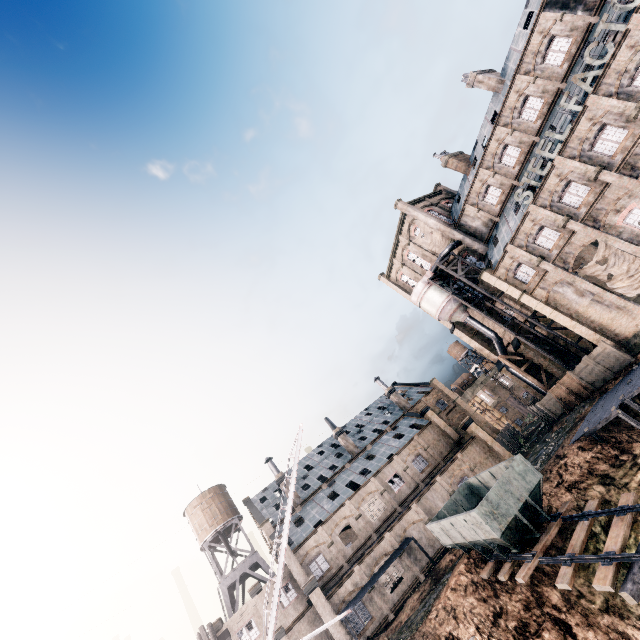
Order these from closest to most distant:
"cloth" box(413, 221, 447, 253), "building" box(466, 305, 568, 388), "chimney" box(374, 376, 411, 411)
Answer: "building" box(466, 305, 568, 388) → "cloth" box(413, 221, 447, 253) → "chimney" box(374, 376, 411, 411)

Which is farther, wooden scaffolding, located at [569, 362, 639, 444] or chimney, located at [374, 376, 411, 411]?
chimney, located at [374, 376, 411, 411]

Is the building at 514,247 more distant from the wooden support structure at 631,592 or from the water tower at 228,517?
the water tower at 228,517

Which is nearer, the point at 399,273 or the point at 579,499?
the point at 579,499

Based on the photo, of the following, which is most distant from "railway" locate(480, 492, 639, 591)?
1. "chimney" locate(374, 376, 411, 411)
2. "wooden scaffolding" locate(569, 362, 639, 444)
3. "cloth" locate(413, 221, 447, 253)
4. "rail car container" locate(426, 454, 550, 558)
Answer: "cloth" locate(413, 221, 447, 253)

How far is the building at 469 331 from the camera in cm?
4483

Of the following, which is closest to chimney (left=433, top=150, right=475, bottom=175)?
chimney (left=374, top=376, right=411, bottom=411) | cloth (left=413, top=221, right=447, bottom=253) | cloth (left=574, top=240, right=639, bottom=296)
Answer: cloth (left=413, top=221, right=447, bottom=253)

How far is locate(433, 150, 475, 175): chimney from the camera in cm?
4247
